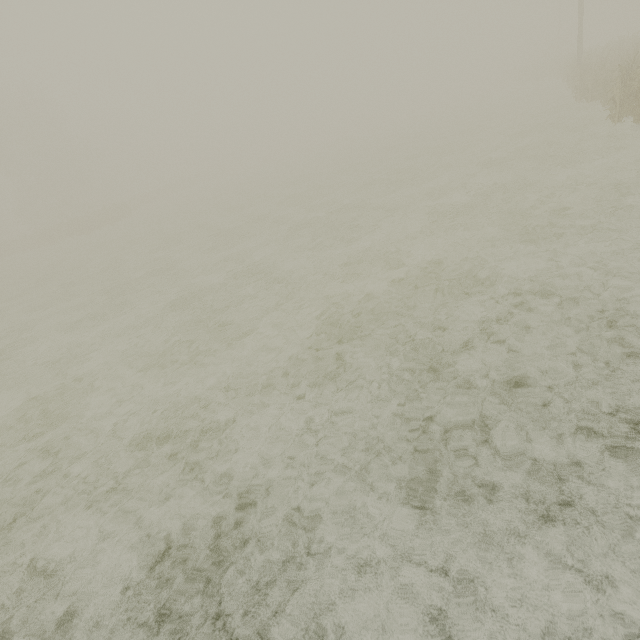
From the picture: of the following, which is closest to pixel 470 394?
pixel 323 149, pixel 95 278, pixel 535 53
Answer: pixel 95 278
